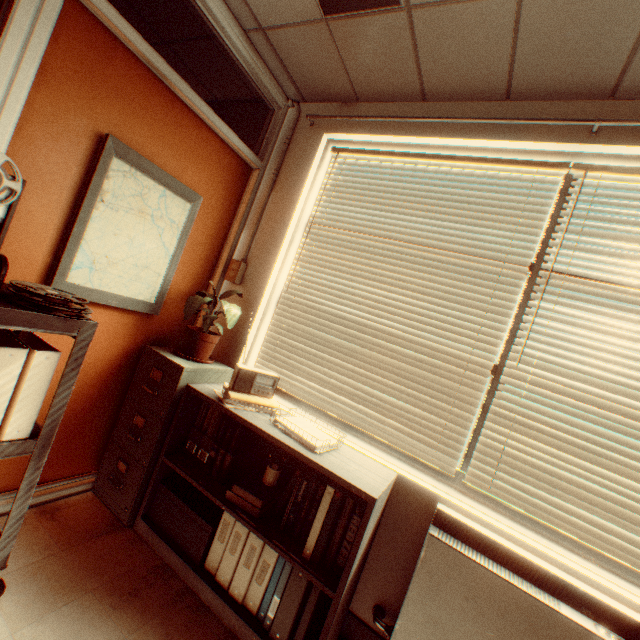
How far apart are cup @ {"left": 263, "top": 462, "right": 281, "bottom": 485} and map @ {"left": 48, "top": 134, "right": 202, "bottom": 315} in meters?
1.4 m

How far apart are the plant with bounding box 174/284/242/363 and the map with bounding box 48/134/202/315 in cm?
22

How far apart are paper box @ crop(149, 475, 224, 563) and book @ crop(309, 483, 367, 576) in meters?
0.2 m

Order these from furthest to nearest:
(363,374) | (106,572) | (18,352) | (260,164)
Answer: (260,164) → (363,374) → (106,572) → (18,352)

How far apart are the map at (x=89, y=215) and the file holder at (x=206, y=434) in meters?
0.7

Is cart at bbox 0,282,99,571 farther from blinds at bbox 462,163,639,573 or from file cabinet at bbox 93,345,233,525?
blinds at bbox 462,163,639,573

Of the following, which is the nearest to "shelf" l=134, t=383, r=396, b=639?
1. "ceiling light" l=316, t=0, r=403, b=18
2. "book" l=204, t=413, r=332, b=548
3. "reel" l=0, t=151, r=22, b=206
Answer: "book" l=204, t=413, r=332, b=548

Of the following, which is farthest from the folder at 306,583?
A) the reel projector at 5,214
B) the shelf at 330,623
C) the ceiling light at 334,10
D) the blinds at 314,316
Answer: the ceiling light at 334,10
